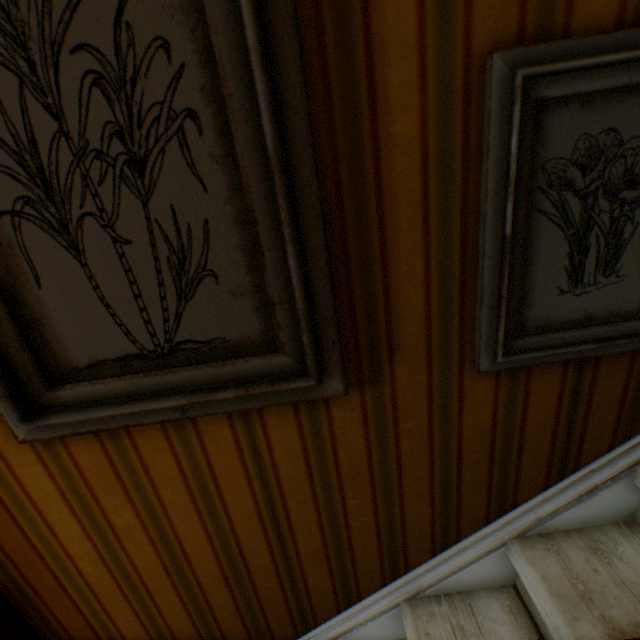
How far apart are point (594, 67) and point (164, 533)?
1.4m
